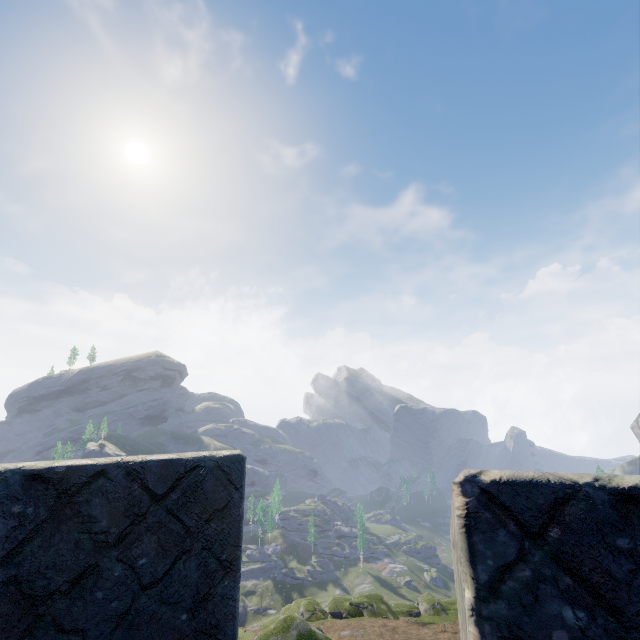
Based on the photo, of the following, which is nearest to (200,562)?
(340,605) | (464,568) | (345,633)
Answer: (464,568)
